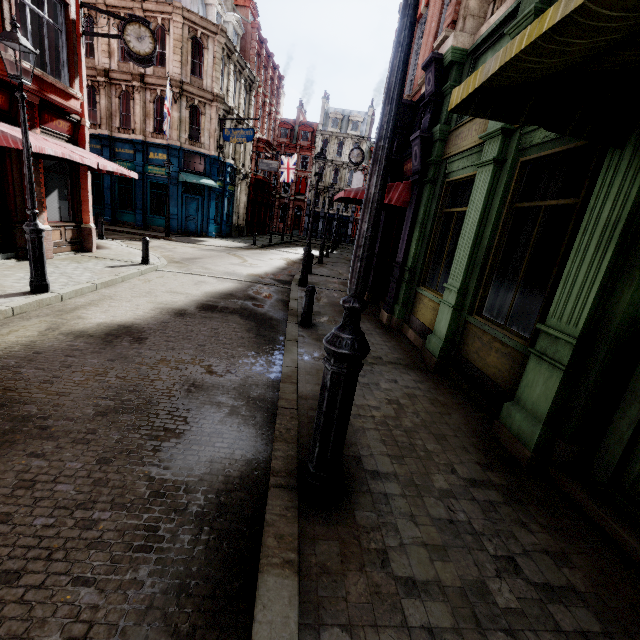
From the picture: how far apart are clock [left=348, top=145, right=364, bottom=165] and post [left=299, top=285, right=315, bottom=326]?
15.3m

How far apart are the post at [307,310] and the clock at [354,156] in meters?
15.3 m

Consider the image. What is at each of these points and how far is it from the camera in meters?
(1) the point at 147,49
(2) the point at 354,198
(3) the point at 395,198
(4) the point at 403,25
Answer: (1) clock, 11.1
(2) awning, 10.6
(3) awning, 8.3
(4) street light, 1.8

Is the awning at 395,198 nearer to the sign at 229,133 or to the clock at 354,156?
the clock at 354,156

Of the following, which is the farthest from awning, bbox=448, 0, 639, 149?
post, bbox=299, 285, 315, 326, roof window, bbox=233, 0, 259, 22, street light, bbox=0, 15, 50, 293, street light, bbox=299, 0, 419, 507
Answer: roof window, bbox=233, 0, 259, 22

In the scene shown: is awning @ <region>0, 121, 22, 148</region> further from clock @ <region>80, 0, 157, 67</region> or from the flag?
the flag

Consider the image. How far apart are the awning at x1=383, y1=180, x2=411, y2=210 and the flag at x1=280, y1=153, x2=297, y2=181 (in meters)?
29.82
